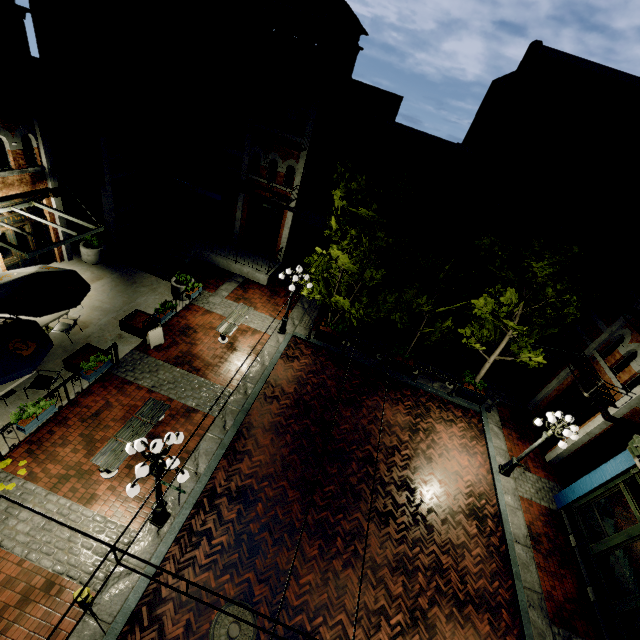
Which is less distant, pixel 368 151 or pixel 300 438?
pixel 300 438

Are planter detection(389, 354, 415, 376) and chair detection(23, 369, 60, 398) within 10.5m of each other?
no

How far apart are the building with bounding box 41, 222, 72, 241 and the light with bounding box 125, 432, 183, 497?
11.8m

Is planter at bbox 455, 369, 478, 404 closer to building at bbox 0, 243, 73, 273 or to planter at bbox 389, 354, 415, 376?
planter at bbox 389, 354, 415, 376

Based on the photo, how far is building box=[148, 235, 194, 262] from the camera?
17.80m

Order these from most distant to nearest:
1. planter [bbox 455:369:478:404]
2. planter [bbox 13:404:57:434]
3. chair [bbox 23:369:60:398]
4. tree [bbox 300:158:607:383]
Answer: planter [bbox 455:369:478:404]
tree [bbox 300:158:607:383]
chair [bbox 23:369:60:398]
planter [bbox 13:404:57:434]

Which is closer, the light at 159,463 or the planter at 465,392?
the light at 159,463

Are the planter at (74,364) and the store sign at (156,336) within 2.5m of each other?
yes
